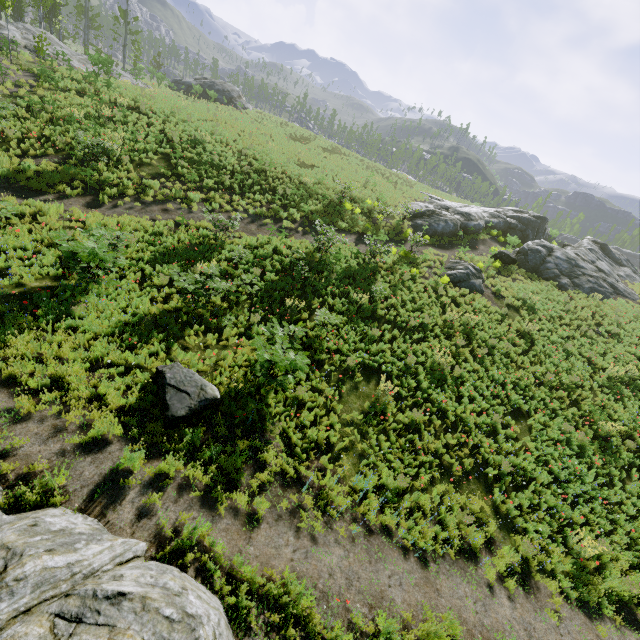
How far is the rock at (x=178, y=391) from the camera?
7.3m

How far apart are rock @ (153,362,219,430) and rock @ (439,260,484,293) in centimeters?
1542cm

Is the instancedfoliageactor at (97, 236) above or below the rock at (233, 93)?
A: below

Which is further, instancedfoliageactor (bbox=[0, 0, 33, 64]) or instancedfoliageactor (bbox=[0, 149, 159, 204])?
instancedfoliageactor (bbox=[0, 0, 33, 64])

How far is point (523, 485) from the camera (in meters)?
10.22

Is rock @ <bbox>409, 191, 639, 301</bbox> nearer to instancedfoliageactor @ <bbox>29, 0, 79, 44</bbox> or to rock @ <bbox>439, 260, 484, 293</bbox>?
rock @ <bbox>439, 260, 484, 293</bbox>

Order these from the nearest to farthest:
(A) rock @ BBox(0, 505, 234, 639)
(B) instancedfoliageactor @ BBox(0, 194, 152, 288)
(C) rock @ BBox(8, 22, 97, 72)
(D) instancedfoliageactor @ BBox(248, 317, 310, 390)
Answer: (A) rock @ BBox(0, 505, 234, 639) < (D) instancedfoliageactor @ BBox(248, 317, 310, 390) < (B) instancedfoliageactor @ BBox(0, 194, 152, 288) < (C) rock @ BBox(8, 22, 97, 72)

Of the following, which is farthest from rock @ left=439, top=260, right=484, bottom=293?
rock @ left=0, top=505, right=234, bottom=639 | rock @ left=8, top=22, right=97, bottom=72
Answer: rock @ left=8, top=22, right=97, bottom=72
